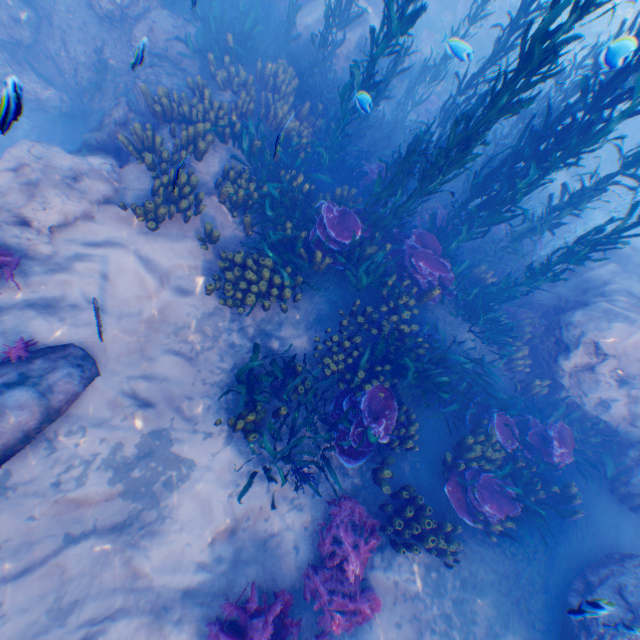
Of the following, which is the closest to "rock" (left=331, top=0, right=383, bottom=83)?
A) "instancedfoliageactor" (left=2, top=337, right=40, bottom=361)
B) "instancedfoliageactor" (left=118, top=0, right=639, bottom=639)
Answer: "instancedfoliageactor" (left=118, top=0, right=639, bottom=639)

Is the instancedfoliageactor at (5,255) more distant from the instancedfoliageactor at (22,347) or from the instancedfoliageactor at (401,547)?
the instancedfoliageactor at (401,547)

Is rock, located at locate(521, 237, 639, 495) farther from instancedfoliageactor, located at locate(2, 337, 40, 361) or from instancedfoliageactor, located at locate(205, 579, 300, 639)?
instancedfoliageactor, located at locate(2, 337, 40, 361)

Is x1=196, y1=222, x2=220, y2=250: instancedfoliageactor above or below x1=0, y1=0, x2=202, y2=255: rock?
above

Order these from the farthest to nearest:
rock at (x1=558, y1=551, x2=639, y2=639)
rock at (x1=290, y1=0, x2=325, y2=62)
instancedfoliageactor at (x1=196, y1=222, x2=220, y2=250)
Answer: rock at (x1=290, y1=0, x2=325, y2=62) → instancedfoliageactor at (x1=196, y1=222, x2=220, y2=250) → rock at (x1=558, y1=551, x2=639, y2=639)

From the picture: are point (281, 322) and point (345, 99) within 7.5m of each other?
yes

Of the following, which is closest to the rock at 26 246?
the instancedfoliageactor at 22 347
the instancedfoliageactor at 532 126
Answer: the instancedfoliageactor at 532 126

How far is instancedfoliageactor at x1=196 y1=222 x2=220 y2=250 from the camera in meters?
6.5 m
